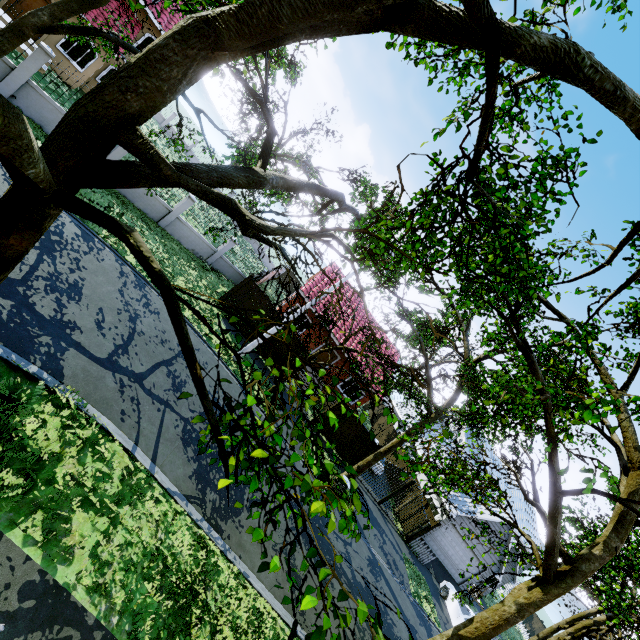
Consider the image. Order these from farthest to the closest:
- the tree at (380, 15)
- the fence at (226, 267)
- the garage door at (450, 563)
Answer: the garage door at (450, 563)
the fence at (226, 267)
the tree at (380, 15)

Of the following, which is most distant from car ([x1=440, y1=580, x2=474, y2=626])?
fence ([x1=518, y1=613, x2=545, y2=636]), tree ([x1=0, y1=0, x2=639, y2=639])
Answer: tree ([x1=0, y1=0, x2=639, y2=639])

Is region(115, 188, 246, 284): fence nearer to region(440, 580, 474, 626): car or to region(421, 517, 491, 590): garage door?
region(421, 517, 491, 590): garage door

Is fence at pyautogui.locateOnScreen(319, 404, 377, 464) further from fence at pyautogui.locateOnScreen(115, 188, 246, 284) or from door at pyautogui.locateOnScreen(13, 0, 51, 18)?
door at pyautogui.locateOnScreen(13, 0, 51, 18)

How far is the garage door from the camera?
23.2 meters

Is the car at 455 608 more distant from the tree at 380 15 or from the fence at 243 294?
the fence at 243 294

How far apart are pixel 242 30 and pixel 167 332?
11.2m

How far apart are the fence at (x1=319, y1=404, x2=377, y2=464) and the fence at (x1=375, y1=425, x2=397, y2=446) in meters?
12.0
